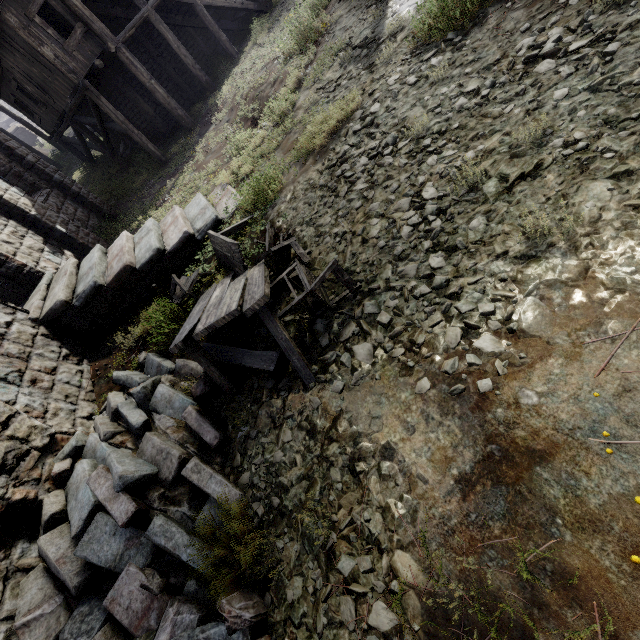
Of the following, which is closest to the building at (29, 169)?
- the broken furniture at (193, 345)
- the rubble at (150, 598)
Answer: the rubble at (150, 598)

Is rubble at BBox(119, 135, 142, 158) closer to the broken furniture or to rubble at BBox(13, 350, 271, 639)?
the broken furniture

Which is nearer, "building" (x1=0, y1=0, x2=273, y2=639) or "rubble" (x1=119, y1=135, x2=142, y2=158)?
"building" (x1=0, y1=0, x2=273, y2=639)

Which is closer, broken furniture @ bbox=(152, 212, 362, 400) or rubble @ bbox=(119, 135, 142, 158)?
broken furniture @ bbox=(152, 212, 362, 400)

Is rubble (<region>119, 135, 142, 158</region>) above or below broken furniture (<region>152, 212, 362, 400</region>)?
above

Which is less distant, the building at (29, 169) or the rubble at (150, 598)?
the rubble at (150, 598)

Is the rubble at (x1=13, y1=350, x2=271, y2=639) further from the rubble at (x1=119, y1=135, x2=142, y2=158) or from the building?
the rubble at (x1=119, y1=135, x2=142, y2=158)

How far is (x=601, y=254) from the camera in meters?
2.7
